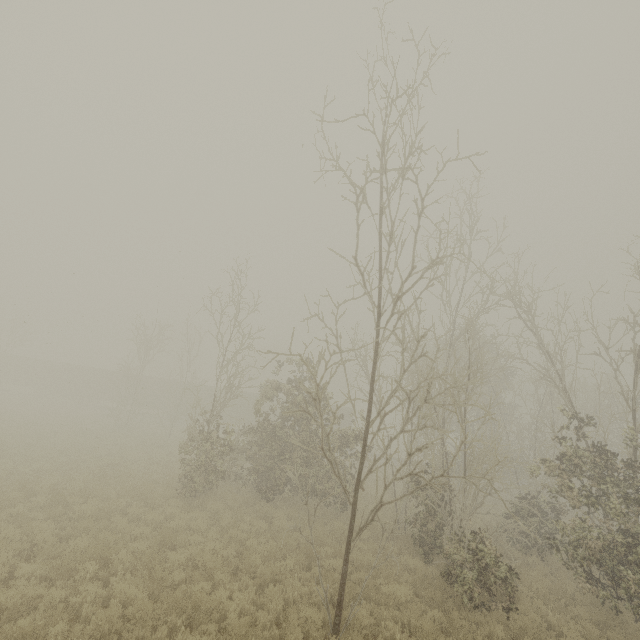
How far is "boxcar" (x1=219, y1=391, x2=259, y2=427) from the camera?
39.0m

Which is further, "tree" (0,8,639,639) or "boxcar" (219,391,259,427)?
"boxcar" (219,391,259,427)

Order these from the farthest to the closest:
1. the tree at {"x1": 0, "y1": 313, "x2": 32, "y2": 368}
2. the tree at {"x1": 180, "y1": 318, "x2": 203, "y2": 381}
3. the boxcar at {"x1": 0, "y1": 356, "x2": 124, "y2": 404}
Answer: the boxcar at {"x1": 0, "y1": 356, "x2": 124, "y2": 404}, the tree at {"x1": 0, "y1": 313, "x2": 32, "y2": 368}, the tree at {"x1": 180, "y1": 318, "x2": 203, "y2": 381}

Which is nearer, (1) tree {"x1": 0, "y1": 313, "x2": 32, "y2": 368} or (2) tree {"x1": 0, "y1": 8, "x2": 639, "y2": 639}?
(2) tree {"x1": 0, "y1": 8, "x2": 639, "y2": 639}

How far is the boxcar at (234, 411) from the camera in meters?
39.0 m

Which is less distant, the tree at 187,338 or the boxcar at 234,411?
the tree at 187,338

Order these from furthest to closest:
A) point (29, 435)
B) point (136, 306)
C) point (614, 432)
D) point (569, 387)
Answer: point (136, 306) < point (569, 387) < point (614, 432) < point (29, 435)

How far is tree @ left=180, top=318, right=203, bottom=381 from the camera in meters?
29.2
